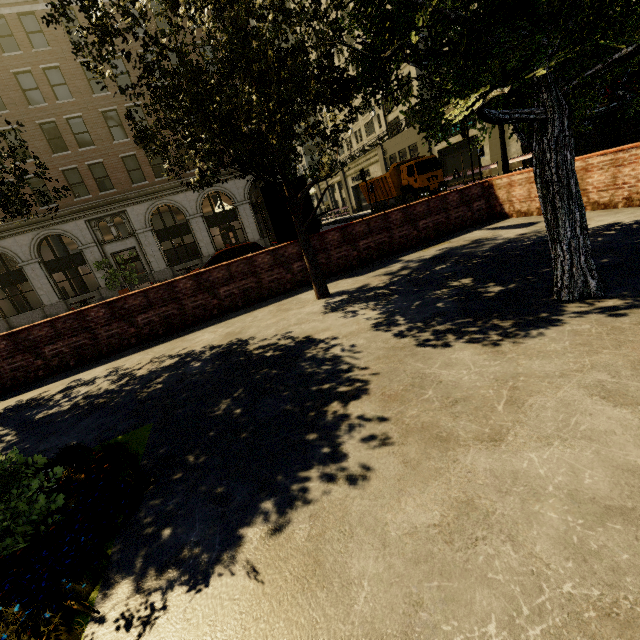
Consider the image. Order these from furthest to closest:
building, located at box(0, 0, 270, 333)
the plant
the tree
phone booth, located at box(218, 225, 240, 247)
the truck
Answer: phone booth, located at box(218, 225, 240, 247), the truck, building, located at box(0, 0, 270, 333), the tree, the plant

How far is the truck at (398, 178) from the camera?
22.5m

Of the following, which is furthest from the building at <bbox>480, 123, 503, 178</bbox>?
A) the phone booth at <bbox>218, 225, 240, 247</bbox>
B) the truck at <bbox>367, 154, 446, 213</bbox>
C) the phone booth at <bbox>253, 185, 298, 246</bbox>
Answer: the phone booth at <bbox>253, 185, 298, 246</bbox>

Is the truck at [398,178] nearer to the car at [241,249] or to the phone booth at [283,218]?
the car at [241,249]

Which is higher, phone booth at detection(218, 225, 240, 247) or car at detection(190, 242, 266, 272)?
phone booth at detection(218, 225, 240, 247)

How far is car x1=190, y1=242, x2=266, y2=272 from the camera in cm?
1345

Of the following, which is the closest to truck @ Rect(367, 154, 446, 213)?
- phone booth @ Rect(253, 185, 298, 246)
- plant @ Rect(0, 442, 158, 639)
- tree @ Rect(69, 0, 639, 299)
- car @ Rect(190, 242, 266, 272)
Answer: tree @ Rect(69, 0, 639, 299)

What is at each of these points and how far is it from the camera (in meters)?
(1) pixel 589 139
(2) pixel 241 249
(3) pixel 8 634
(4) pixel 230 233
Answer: (1) building, 21.34
(2) car, 13.79
(3) plant, 1.73
(4) phone booth, 26.84
